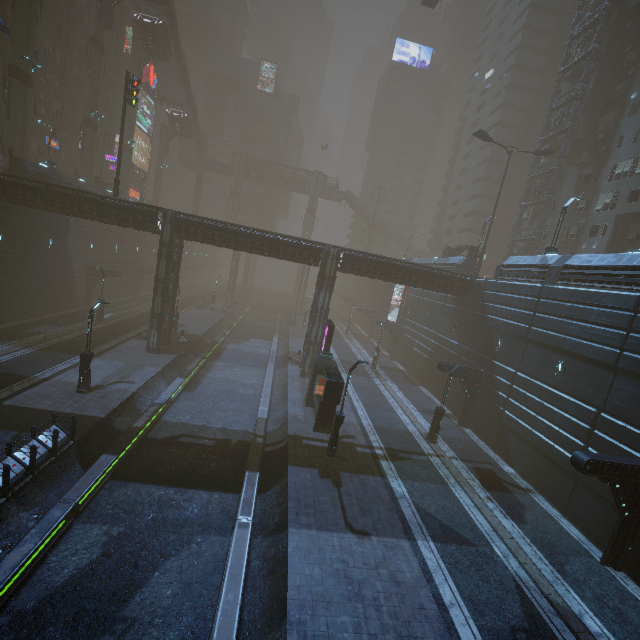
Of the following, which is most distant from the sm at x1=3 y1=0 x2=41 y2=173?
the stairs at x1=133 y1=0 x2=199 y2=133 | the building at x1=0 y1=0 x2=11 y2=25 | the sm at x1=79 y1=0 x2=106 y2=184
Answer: the stairs at x1=133 y1=0 x2=199 y2=133

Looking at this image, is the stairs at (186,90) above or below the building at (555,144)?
above

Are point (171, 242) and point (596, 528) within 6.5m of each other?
no

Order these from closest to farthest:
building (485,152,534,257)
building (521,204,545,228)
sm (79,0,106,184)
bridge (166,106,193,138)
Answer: sm (79,0,106,184)
building (521,204,545,228)
bridge (166,106,193,138)
building (485,152,534,257)

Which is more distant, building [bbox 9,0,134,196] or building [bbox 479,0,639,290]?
building [bbox 9,0,134,196]

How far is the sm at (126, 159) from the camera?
47.9 meters

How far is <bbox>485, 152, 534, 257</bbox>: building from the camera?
56.2m
